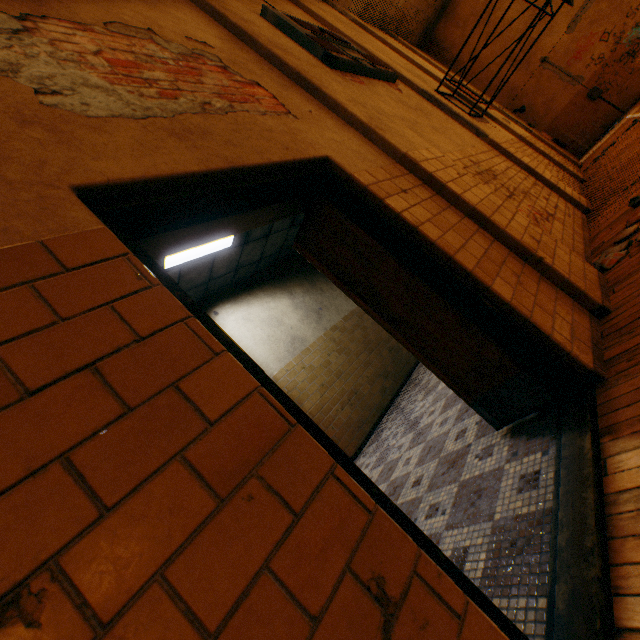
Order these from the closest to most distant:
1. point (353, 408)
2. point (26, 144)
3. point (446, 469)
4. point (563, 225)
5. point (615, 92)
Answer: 1. point (26, 144)
2. point (446, 469)
3. point (563, 225)
4. point (353, 408)
5. point (615, 92)

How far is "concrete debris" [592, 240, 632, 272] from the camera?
2.9m

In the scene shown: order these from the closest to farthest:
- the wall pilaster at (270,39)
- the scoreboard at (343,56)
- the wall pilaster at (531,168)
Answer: the wall pilaster at (270,39)
the scoreboard at (343,56)
the wall pilaster at (531,168)

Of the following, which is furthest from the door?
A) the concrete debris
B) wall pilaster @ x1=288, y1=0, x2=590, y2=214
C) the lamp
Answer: wall pilaster @ x1=288, y1=0, x2=590, y2=214

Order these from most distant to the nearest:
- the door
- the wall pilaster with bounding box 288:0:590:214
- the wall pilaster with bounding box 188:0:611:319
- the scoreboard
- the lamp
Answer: the wall pilaster with bounding box 288:0:590:214, the lamp, the scoreboard, the wall pilaster with bounding box 188:0:611:319, the door

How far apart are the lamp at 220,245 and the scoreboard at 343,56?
2.3 meters

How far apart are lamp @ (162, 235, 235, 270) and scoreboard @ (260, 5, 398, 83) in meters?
2.3

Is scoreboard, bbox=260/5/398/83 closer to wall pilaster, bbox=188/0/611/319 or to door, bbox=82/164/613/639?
wall pilaster, bbox=188/0/611/319
